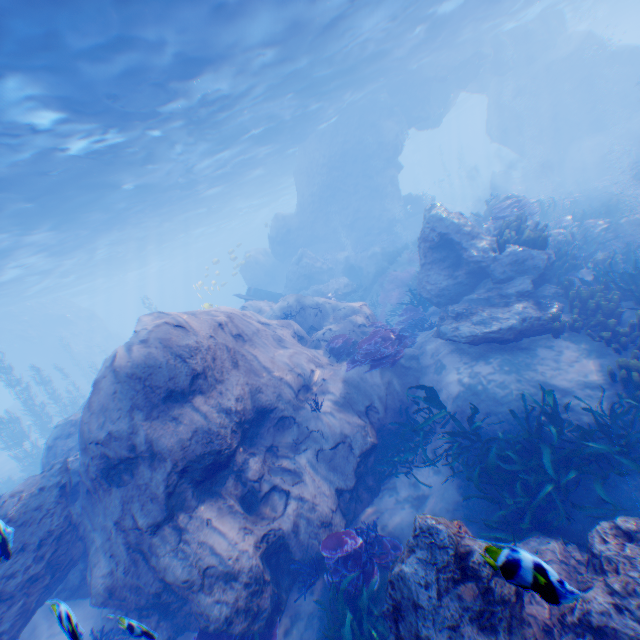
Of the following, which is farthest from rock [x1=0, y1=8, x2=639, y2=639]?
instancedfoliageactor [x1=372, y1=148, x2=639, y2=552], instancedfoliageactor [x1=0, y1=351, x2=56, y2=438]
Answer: instancedfoliageactor [x1=0, y1=351, x2=56, y2=438]

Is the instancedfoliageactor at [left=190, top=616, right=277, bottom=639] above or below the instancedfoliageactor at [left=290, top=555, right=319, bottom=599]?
above

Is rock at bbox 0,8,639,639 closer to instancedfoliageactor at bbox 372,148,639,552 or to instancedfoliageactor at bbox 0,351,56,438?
instancedfoliageactor at bbox 372,148,639,552

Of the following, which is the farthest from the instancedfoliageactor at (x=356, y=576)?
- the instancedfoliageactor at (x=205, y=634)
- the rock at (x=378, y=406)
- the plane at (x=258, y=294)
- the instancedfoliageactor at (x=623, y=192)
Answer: the plane at (x=258, y=294)

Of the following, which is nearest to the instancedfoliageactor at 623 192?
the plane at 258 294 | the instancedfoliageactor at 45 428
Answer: the plane at 258 294

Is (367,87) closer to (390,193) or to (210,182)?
(390,193)

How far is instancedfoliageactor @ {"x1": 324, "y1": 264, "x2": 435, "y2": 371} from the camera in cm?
947

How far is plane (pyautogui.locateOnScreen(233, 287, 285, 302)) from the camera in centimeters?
2081cm
